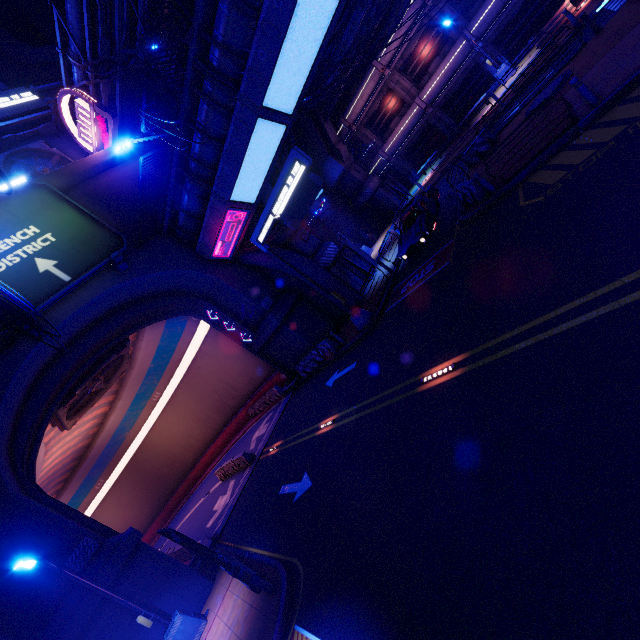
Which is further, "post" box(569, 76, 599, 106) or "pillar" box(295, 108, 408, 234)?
"pillar" box(295, 108, 408, 234)

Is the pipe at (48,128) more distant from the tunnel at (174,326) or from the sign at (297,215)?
the sign at (297,215)

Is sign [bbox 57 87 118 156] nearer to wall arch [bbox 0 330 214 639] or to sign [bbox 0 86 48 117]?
wall arch [bbox 0 330 214 639]

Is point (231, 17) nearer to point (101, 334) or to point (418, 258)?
point (418, 258)

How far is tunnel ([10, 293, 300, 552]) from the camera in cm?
1678

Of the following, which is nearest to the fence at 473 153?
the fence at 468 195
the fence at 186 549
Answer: the fence at 468 195

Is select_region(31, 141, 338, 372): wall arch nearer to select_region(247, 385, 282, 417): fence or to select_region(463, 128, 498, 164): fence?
select_region(247, 385, 282, 417): fence

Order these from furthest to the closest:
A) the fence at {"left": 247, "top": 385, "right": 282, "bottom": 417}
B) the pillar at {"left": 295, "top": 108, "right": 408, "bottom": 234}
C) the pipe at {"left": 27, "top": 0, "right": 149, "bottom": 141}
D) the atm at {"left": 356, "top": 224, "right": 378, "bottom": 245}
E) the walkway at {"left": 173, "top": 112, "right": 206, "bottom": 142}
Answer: the atm at {"left": 356, "top": 224, "right": 378, "bottom": 245} → the pillar at {"left": 295, "top": 108, "right": 408, "bottom": 234} → the fence at {"left": 247, "top": 385, "right": 282, "bottom": 417} → the pipe at {"left": 27, "top": 0, "right": 149, "bottom": 141} → the walkway at {"left": 173, "top": 112, "right": 206, "bottom": 142}
